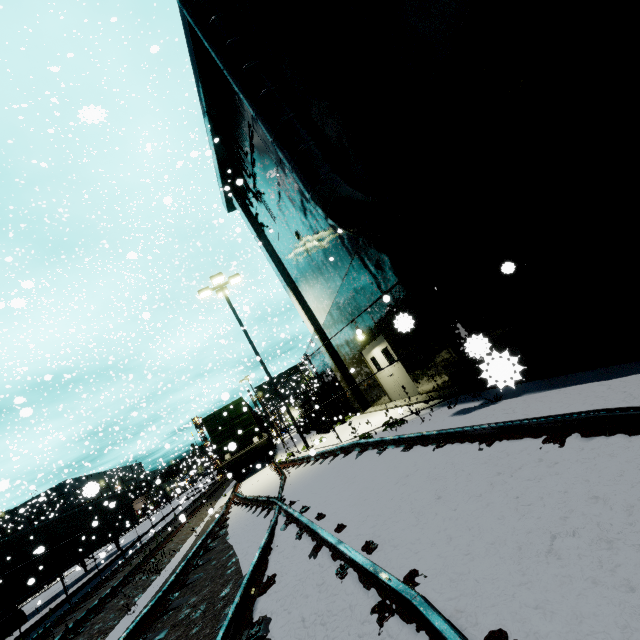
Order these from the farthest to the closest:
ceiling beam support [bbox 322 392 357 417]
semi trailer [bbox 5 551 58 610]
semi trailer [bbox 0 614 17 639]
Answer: ceiling beam support [bbox 322 392 357 417] → semi trailer [bbox 5 551 58 610] → semi trailer [bbox 0 614 17 639]

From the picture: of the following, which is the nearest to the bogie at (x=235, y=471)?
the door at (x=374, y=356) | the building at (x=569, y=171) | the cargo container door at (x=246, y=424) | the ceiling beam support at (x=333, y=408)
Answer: the cargo container door at (x=246, y=424)

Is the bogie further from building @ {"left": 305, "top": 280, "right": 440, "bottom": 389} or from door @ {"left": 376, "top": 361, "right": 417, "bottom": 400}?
door @ {"left": 376, "top": 361, "right": 417, "bottom": 400}

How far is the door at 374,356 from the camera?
11.7 meters

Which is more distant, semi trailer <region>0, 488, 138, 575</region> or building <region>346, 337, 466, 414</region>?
semi trailer <region>0, 488, 138, 575</region>

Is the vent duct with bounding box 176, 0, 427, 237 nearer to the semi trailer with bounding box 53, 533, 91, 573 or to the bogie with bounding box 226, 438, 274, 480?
the semi trailer with bounding box 53, 533, 91, 573

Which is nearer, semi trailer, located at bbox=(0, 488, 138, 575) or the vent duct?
the vent duct

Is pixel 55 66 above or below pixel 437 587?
above
